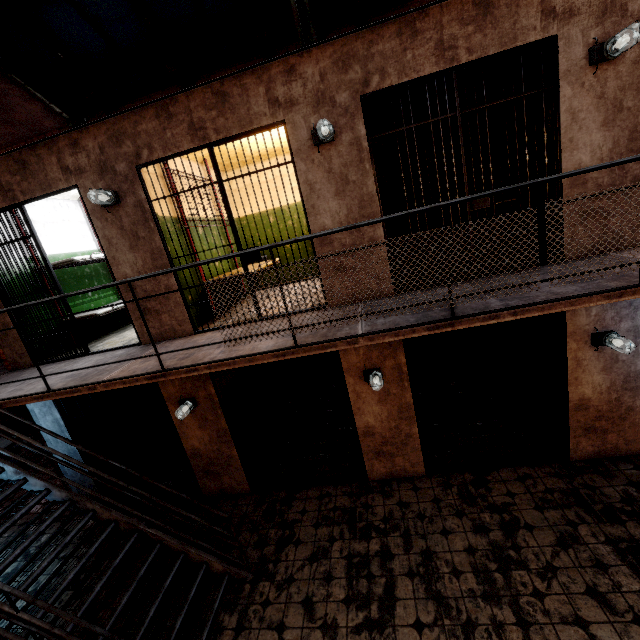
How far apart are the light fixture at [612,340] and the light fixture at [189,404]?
5.7 meters

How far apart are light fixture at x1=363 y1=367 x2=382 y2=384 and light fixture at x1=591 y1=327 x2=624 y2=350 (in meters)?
2.72

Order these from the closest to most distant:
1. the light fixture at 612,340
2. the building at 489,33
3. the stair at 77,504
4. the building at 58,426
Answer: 1. the stair at 77,504
2. the building at 489,33
3. the light fixture at 612,340
4. the building at 58,426

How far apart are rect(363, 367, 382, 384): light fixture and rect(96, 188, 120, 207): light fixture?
4.1 meters

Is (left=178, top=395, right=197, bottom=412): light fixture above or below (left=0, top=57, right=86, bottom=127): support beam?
below

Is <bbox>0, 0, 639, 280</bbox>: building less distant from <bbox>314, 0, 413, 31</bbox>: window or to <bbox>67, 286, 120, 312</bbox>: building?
<bbox>67, 286, 120, 312</bbox>: building

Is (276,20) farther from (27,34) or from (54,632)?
(54,632)

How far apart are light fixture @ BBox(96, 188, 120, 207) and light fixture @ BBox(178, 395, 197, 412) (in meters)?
2.94
